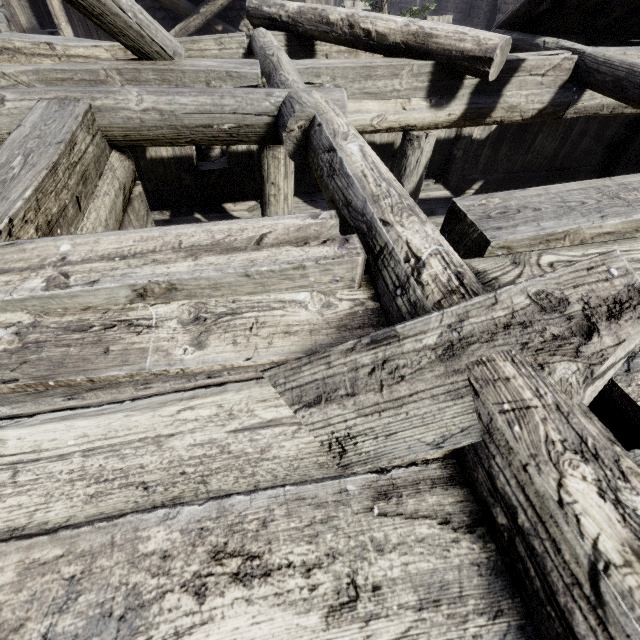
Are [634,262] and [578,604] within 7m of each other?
yes
